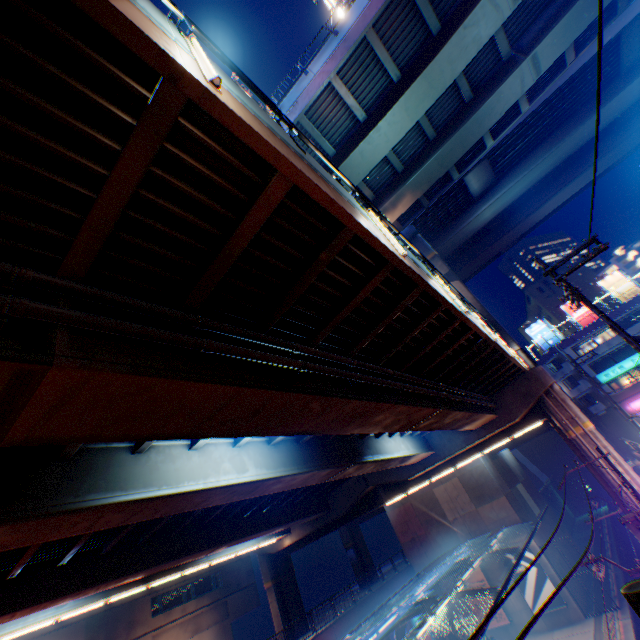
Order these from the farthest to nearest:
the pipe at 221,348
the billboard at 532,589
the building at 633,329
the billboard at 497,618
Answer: the building at 633,329, the billboard at 497,618, the billboard at 532,589, the pipe at 221,348

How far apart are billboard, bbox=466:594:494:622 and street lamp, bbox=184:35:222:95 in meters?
38.2 m

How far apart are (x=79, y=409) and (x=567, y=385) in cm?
6005

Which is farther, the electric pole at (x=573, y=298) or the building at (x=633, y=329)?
the building at (x=633, y=329)

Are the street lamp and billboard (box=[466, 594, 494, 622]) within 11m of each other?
no

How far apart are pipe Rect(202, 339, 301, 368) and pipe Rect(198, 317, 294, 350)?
0.3m

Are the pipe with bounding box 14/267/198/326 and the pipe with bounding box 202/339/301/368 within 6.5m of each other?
yes

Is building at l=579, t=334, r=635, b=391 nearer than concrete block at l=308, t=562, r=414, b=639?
No
